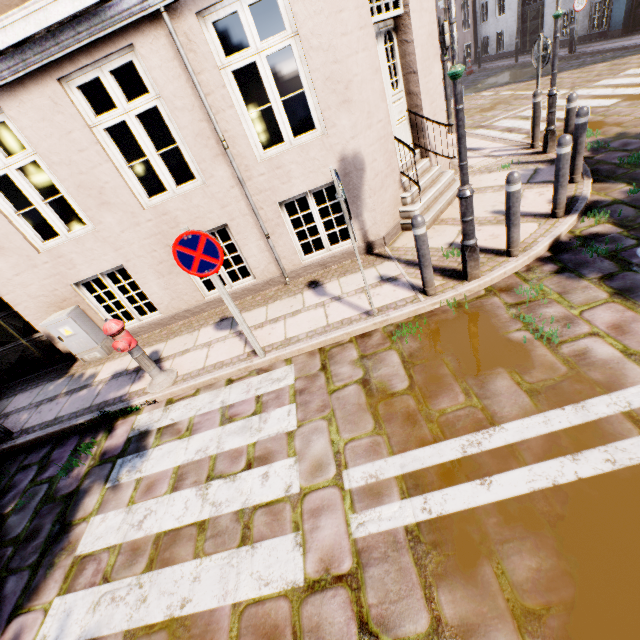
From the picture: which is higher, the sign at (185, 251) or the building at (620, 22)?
the sign at (185, 251)

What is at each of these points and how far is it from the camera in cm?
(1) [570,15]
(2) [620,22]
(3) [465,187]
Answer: (1) building, 1617
(2) building, 1367
(3) street light, 360

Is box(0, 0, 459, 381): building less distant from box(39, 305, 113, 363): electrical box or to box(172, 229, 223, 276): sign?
box(39, 305, 113, 363): electrical box

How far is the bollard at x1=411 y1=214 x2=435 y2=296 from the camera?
3.8 meters

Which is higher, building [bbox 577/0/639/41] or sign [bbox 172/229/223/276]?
sign [bbox 172/229/223/276]

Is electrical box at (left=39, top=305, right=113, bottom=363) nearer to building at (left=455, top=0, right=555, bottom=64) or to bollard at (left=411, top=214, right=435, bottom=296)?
building at (left=455, top=0, right=555, bottom=64)

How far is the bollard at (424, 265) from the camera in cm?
377

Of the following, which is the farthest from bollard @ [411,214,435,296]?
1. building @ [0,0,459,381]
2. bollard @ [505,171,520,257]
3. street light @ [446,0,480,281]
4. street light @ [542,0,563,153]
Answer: street light @ [542,0,563,153]
